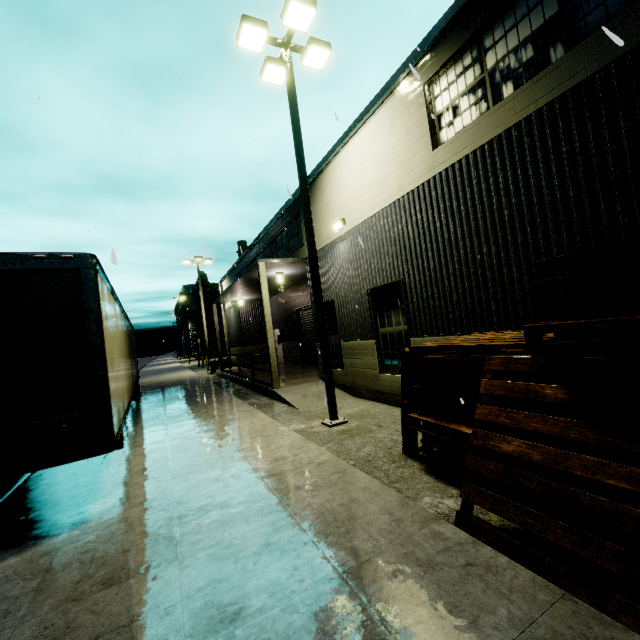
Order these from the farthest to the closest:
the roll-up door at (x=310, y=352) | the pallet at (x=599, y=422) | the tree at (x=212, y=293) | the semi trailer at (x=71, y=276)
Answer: the tree at (x=212, y=293) → the roll-up door at (x=310, y=352) → the semi trailer at (x=71, y=276) → the pallet at (x=599, y=422)

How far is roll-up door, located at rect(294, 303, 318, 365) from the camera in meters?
18.5

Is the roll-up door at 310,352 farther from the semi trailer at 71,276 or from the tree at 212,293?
the tree at 212,293

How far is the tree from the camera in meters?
56.5

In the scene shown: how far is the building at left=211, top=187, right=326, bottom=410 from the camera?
12.2m

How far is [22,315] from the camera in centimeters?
420cm

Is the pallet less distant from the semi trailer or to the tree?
the semi trailer

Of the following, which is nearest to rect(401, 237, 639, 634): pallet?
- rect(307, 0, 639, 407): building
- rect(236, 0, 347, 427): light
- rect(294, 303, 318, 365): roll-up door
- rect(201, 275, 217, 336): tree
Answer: rect(307, 0, 639, 407): building
